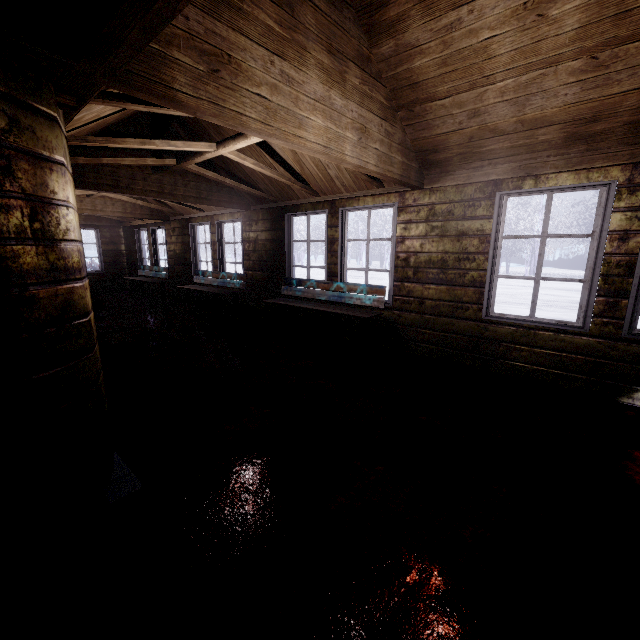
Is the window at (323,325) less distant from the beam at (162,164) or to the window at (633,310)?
the beam at (162,164)

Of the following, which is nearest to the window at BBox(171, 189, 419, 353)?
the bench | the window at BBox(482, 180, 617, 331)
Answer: the bench

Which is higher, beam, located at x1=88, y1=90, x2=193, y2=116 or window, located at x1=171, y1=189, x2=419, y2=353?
beam, located at x1=88, y1=90, x2=193, y2=116

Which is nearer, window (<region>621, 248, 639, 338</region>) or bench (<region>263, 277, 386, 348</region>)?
window (<region>621, 248, 639, 338</region>)

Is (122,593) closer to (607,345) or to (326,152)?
(326,152)

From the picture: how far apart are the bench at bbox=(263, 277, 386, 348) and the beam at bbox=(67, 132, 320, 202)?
1.21m

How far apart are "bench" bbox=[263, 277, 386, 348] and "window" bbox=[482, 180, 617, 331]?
1.1 meters

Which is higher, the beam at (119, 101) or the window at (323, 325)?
the beam at (119, 101)
